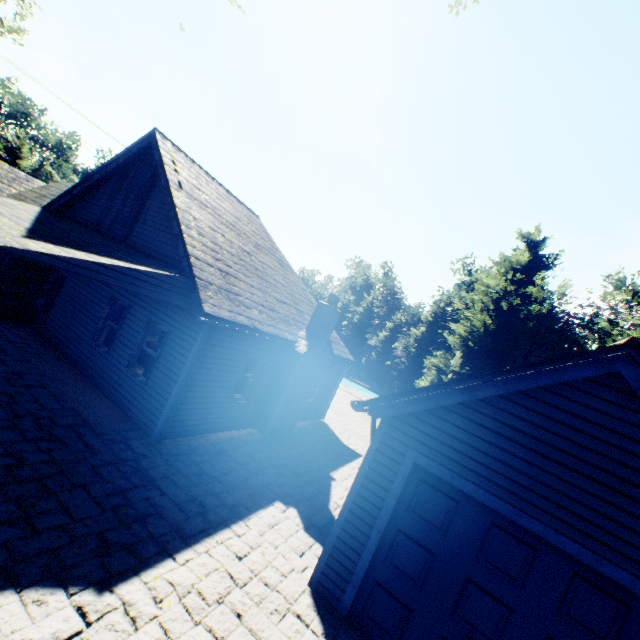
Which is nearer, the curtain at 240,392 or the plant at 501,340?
the curtain at 240,392

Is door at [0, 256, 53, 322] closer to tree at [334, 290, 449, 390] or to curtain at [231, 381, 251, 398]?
curtain at [231, 381, 251, 398]

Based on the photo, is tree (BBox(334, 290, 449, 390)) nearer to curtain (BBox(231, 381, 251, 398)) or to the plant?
the plant

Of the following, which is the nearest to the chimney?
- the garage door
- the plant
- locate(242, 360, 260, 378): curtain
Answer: locate(242, 360, 260, 378): curtain

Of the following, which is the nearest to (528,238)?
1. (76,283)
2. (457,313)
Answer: (457,313)

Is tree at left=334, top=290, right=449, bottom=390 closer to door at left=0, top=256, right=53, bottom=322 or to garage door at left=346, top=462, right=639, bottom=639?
garage door at left=346, top=462, right=639, bottom=639

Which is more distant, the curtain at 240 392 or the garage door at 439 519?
the curtain at 240 392

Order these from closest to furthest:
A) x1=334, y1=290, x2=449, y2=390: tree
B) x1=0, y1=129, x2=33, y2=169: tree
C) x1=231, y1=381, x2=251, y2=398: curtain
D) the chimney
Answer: x1=231, y1=381, x2=251, y2=398: curtain < the chimney < x1=0, y1=129, x2=33, y2=169: tree < x1=334, y1=290, x2=449, y2=390: tree
